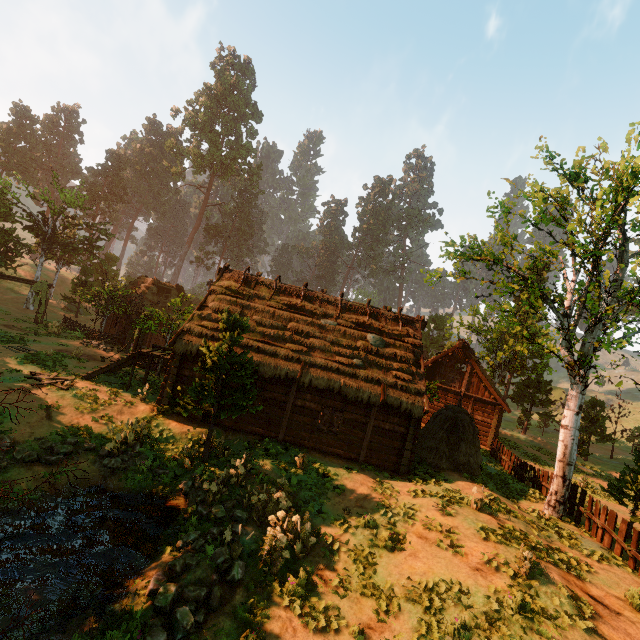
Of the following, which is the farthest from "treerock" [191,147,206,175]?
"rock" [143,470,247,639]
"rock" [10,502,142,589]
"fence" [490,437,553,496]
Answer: Answer: "rock" [143,470,247,639]

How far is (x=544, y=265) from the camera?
45.1 meters

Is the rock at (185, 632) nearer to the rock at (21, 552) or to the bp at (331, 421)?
the rock at (21, 552)

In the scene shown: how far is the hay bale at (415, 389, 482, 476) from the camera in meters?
15.6

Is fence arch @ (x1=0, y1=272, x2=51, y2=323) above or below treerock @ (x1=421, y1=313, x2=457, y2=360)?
below

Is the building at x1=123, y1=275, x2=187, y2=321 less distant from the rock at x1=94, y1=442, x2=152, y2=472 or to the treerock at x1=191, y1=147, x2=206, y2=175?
the treerock at x1=191, y1=147, x2=206, y2=175

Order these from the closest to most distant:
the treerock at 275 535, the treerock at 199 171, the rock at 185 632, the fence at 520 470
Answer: the rock at 185 632 < the treerock at 275 535 < the fence at 520 470 < the treerock at 199 171

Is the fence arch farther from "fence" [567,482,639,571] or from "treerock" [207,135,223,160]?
"fence" [567,482,639,571]
